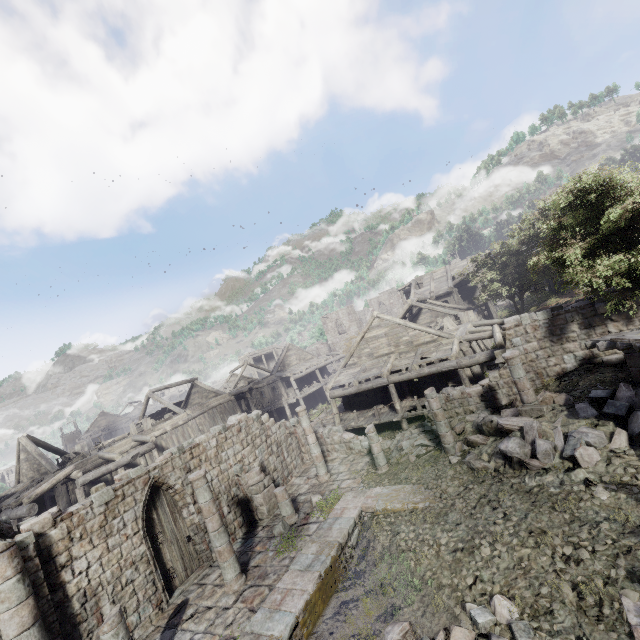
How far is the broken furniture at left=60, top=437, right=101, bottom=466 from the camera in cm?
2209

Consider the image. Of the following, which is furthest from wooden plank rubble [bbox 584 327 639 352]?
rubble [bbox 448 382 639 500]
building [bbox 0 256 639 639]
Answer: rubble [bbox 448 382 639 500]

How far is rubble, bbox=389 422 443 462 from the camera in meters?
15.0 m

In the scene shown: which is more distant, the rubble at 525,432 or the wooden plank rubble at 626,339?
the rubble at 525,432

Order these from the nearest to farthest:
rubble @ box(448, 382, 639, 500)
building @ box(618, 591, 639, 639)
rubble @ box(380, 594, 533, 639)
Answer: building @ box(618, 591, 639, 639)
rubble @ box(380, 594, 533, 639)
rubble @ box(448, 382, 639, 500)

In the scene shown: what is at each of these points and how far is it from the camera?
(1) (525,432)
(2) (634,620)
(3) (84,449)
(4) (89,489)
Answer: (1) rubble, 11.0m
(2) building, 5.7m
(3) broken furniture, 23.8m
(4) building, 20.5m

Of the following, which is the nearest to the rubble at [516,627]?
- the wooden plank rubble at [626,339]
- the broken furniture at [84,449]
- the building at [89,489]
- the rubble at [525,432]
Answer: the building at [89,489]

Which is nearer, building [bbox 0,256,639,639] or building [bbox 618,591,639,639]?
building [bbox 618,591,639,639]
